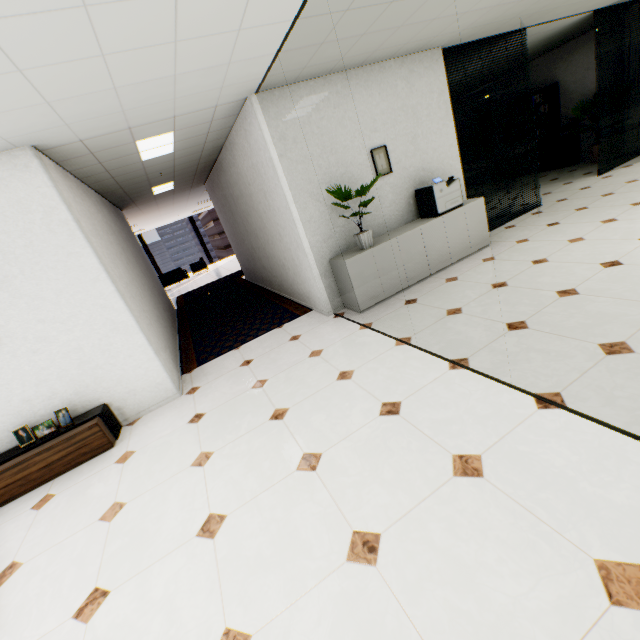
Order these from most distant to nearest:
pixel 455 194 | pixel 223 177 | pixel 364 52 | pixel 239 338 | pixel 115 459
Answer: pixel 223 177 < pixel 239 338 < pixel 455 194 < pixel 364 52 < pixel 115 459

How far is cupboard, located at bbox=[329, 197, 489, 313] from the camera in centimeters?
441cm

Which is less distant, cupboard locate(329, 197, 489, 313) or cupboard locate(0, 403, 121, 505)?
cupboard locate(0, 403, 121, 505)

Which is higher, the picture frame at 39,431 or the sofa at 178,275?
the sofa at 178,275

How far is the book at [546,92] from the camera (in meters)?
9.06

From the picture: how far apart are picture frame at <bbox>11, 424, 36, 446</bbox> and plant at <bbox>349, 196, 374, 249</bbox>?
3.91m

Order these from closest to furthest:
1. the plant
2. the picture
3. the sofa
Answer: the plant
the picture
the sofa

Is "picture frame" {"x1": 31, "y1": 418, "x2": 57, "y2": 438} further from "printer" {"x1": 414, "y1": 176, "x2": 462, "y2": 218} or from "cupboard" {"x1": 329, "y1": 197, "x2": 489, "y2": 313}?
"printer" {"x1": 414, "y1": 176, "x2": 462, "y2": 218}
